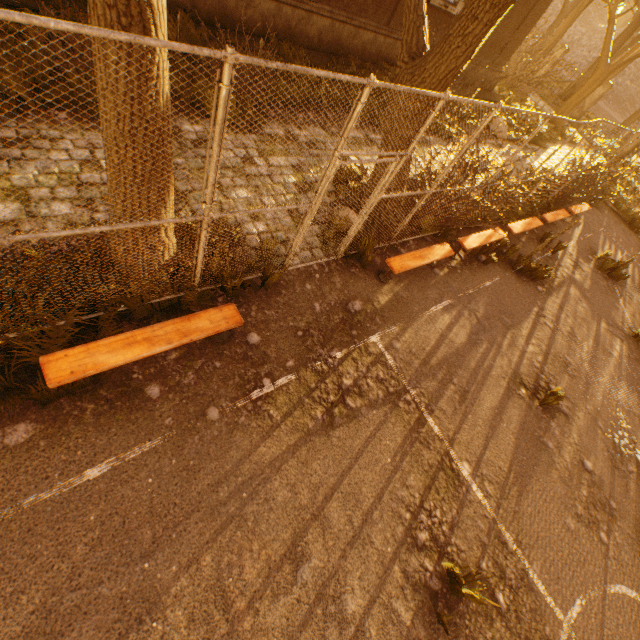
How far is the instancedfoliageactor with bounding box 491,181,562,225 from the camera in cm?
965

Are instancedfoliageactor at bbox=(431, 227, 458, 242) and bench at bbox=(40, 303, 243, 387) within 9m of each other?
yes

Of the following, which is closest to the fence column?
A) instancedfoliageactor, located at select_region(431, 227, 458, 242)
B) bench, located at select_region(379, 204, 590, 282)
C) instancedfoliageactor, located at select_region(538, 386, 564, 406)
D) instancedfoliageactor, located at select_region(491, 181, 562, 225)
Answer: instancedfoliageactor, located at select_region(491, 181, 562, 225)

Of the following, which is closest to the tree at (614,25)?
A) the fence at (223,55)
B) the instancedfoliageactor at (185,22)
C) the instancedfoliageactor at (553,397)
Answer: the fence at (223,55)

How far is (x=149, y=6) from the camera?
2.2 meters

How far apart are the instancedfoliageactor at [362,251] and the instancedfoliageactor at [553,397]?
4.2 meters

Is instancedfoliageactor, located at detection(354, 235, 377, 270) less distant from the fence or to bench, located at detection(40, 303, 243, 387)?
the fence

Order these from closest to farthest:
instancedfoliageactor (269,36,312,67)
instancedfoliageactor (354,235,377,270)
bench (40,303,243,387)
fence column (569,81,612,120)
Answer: bench (40,303,243,387)
instancedfoliageactor (354,235,377,270)
instancedfoliageactor (269,36,312,67)
fence column (569,81,612,120)
